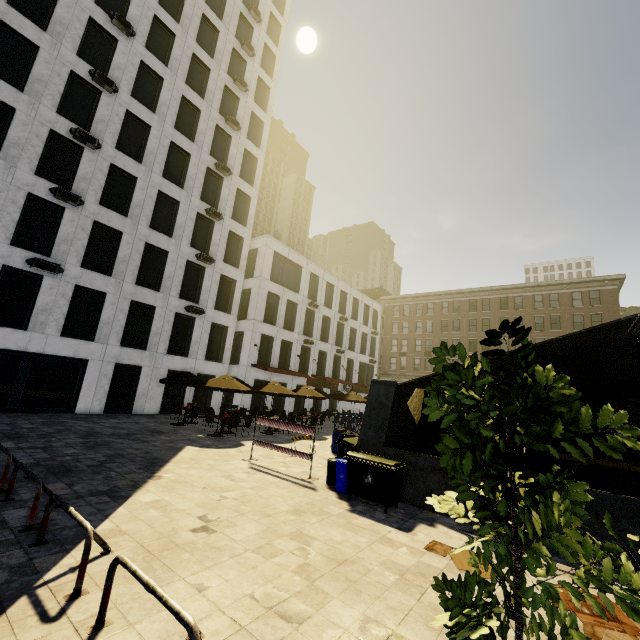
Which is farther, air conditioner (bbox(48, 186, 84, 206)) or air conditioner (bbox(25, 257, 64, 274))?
air conditioner (bbox(48, 186, 84, 206))

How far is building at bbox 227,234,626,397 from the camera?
29.56m

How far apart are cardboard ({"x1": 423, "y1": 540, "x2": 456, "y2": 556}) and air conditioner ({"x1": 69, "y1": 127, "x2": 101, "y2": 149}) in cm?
2382

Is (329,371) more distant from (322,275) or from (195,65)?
(195,65)

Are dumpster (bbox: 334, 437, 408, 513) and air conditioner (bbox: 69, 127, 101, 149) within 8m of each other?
no

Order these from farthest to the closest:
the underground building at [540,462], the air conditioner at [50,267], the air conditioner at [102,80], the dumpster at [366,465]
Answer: the air conditioner at [102,80] < the air conditioner at [50,267] < the dumpster at [366,465] < the underground building at [540,462]

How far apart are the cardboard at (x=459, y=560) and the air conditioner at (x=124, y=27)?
29.8m

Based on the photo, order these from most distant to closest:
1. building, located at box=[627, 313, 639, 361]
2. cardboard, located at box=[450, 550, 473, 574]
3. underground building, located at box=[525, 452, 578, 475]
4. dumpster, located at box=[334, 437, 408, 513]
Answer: building, located at box=[627, 313, 639, 361] < dumpster, located at box=[334, 437, 408, 513] < underground building, located at box=[525, 452, 578, 475] < cardboard, located at box=[450, 550, 473, 574]
